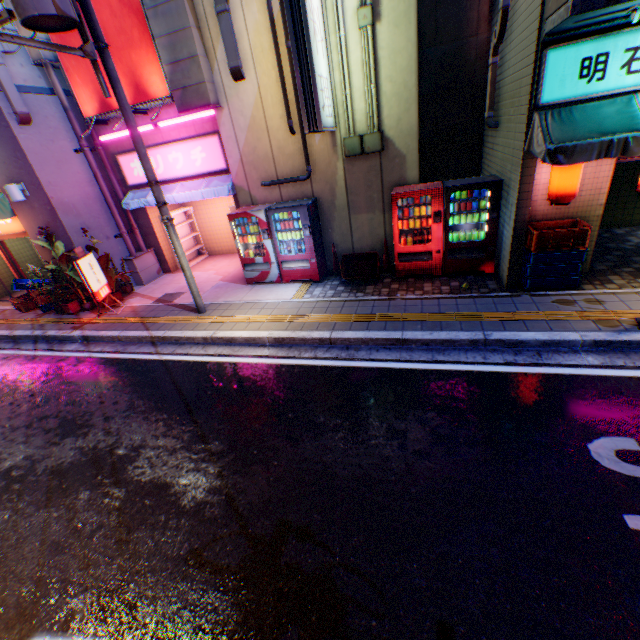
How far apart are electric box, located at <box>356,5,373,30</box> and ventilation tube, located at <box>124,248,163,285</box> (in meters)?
9.01

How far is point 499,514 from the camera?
Answer: 3.2m

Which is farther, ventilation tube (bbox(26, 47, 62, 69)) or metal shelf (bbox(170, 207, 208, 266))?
metal shelf (bbox(170, 207, 208, 266))

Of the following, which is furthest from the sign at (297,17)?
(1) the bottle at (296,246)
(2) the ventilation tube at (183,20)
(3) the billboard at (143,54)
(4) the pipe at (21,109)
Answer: (4) the pipe at (21,109)

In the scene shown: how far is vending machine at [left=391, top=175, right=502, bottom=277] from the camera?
6.9m

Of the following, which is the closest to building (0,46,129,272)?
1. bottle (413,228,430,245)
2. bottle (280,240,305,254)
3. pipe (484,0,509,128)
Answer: bottle (280,240,305,254)

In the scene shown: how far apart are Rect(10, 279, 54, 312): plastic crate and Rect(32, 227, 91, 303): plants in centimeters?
103cm

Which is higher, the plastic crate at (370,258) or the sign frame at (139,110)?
the sign frame at (139,110)
